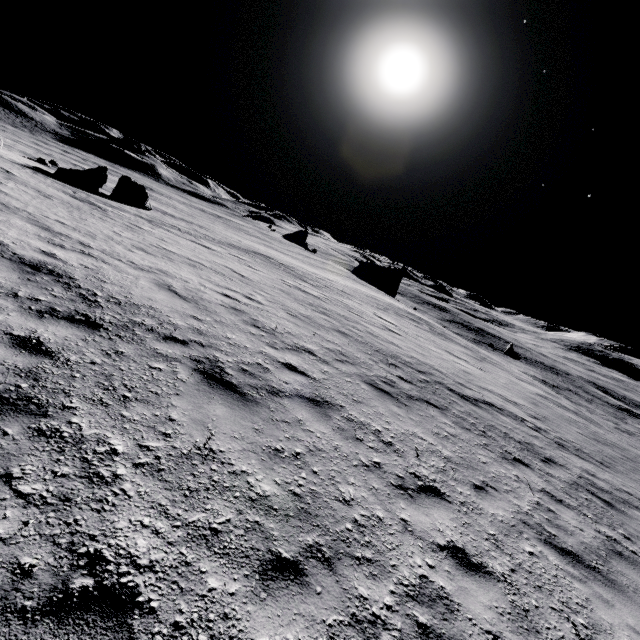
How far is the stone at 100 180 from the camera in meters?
23.2

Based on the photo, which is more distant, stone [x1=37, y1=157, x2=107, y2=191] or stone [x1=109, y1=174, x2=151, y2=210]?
stone [x1=109, y1=174, x2=151, y2=210]

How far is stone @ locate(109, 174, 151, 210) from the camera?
26.2m

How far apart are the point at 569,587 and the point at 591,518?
3.1m

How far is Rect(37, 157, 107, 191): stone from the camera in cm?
2319

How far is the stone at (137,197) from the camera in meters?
26.2 m
